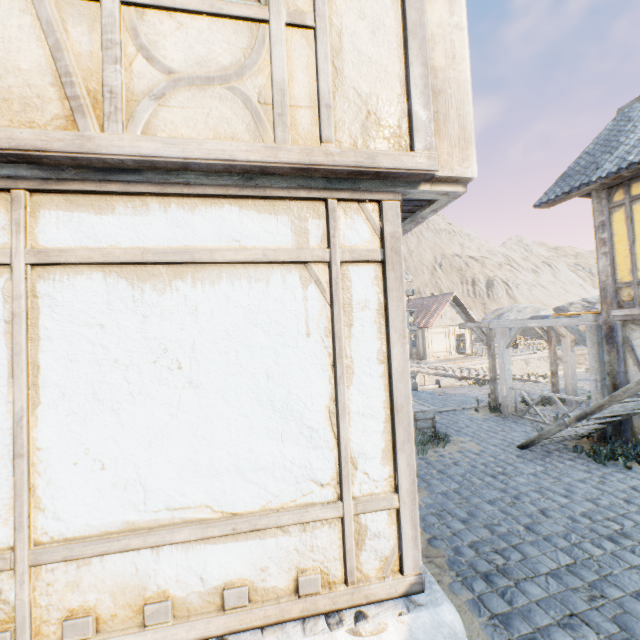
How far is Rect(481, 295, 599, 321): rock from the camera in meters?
43.6

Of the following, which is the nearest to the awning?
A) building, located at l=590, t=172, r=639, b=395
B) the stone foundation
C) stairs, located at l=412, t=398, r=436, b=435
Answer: building, located at l=590, t=172, r=639, b=395

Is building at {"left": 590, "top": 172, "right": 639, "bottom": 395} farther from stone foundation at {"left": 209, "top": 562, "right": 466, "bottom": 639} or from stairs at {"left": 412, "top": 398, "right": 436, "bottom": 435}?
stone foundation at {"left": 209, "top": 562, "right": 466, "bottom": 639}

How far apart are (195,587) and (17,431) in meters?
1.5

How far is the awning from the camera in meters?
7.6 m

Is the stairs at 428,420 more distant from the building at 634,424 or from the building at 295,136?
the building at 634,424

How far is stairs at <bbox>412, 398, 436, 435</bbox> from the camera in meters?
8.4

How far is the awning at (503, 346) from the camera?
7.6m
